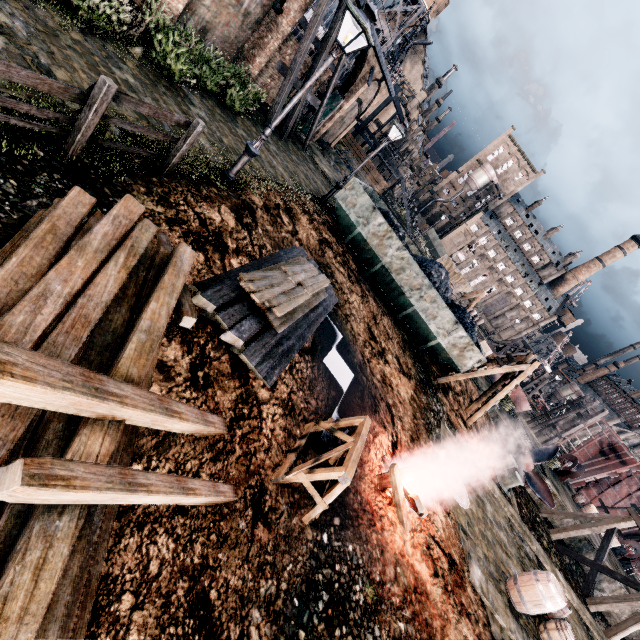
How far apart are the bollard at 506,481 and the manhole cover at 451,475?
5.9 meters

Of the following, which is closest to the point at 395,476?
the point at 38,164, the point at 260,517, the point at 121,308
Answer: the point at 260,517

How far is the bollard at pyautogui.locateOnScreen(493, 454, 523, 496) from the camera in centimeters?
1577cm

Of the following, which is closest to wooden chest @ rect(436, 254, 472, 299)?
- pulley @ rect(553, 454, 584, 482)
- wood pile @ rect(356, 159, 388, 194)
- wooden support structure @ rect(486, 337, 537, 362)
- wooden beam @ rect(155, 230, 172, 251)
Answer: wooden support structure @ rect(486, 337, 537, 362)

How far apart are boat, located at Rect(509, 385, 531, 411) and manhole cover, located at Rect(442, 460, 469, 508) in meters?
22.5

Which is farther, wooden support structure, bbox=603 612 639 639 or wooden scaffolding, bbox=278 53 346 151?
wooden scaffolding, bbox=278 53 346 151

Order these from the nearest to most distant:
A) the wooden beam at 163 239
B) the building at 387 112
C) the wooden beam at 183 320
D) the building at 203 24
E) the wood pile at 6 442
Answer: the wood pile at 6 442 → the wooden beam at 183 320 → the wooden beam at 163 239 → the building at 203 24 → the building at 387 112

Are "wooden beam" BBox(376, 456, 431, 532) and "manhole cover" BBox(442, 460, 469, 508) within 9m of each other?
yes
